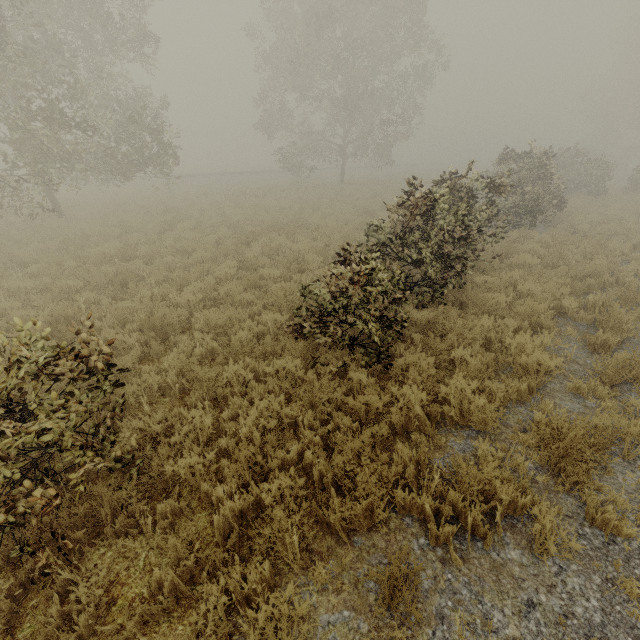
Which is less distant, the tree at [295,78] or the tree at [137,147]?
the tree at [137,147]

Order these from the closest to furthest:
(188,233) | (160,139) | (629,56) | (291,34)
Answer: (188,233) → (160,139) → (291,34) → (629,56)

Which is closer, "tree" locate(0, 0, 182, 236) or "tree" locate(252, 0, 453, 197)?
"tree" locate(0, 0, 182, 236)
